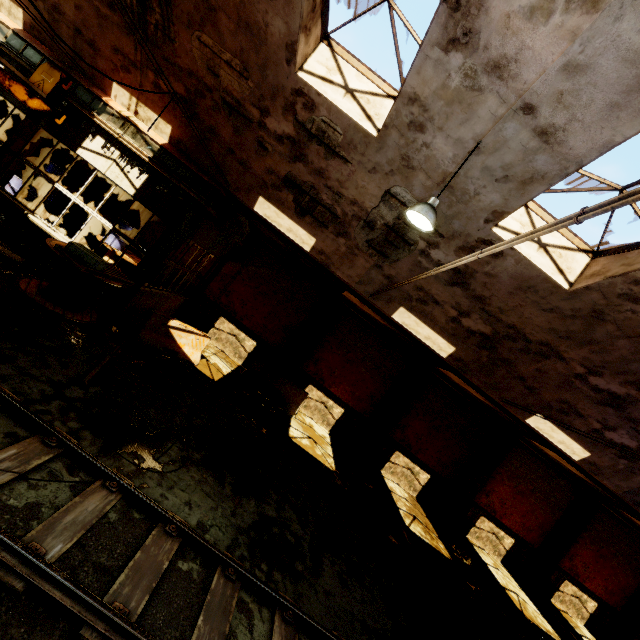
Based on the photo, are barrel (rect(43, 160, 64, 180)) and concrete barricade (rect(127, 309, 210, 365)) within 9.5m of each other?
yes

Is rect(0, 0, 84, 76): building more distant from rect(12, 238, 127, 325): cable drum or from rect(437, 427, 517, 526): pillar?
rect(437, 427, 517, 526): pillar

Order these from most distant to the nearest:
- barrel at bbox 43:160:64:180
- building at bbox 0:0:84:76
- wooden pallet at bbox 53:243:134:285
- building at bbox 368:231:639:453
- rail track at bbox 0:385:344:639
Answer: barrel at bbox 43:160:64:180 → building at bbox 0:0:84:76 → wooden pallet at bbox 53:243:134:285 → building at bbox 368:231:639:453 → rail track at bbox 0:385:344:639

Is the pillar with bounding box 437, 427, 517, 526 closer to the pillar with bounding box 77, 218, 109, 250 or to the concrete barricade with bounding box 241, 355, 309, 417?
the concrete barricade with bounding box 241, 355, 309, 417

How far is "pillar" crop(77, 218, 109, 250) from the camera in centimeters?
1384cm

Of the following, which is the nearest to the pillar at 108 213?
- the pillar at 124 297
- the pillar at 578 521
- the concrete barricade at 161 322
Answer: the pillar at 124 297

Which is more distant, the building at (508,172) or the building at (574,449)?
the building at (574,449)

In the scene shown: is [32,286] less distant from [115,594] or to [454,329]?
[115,594]
